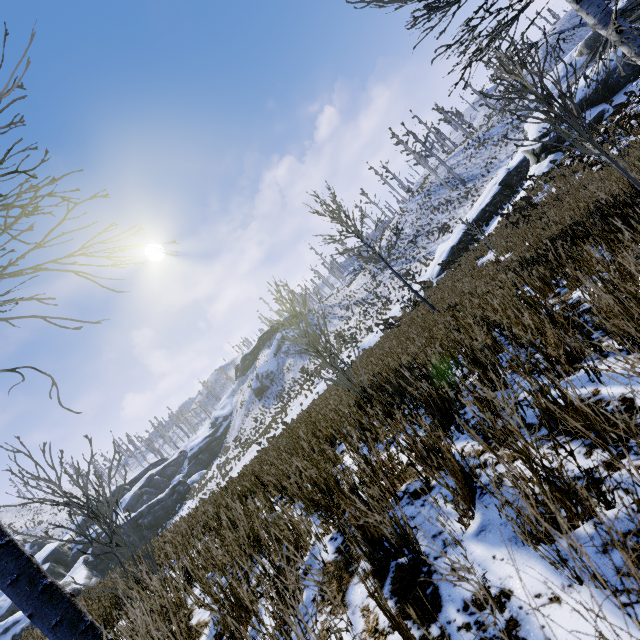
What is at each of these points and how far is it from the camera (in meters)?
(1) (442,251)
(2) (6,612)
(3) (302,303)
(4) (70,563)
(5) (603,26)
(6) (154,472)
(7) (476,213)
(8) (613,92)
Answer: (1) rock, 25.56
(2) rock, 29.59
(3) instancedfoliageactor, 5.18
(4) rock, 35.81
(5) instancedfoliageactor, 3.74
(6) rock, 57.44
(7) rock, 25.23
(8) rock, 17.91

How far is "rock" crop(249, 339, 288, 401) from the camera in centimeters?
4997cm

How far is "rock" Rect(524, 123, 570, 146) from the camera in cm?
1914

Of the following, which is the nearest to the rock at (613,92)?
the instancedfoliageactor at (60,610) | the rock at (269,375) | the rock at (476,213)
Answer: the rock at (476,213)

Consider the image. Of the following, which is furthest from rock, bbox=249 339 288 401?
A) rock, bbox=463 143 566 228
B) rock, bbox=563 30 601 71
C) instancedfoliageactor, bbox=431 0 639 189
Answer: rock, bbox=563 30 601 71

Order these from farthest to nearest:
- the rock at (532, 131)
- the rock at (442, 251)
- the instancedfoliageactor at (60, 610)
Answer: the rock at (442, 251)
the rock at (532, 131)
the instancedfoliageactor at (60, 610)

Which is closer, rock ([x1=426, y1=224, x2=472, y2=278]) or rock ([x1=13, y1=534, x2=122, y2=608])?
rock ([x1=13, y1=534, x2=122, y2=608])

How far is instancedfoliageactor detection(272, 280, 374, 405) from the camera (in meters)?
4.81
